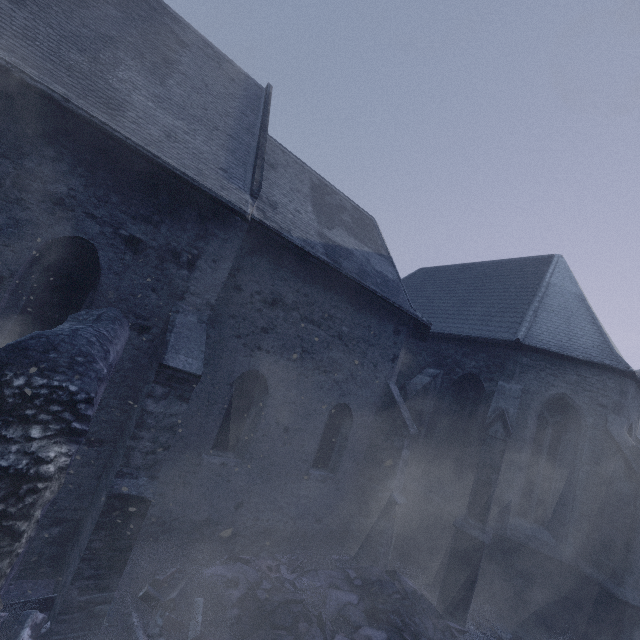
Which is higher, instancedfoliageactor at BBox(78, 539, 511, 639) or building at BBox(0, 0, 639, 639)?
building at BBox(0, 0, 639, 639)

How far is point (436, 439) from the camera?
10.7m

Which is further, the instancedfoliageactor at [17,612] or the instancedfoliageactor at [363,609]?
the instancedfoliageactor at [363,609]

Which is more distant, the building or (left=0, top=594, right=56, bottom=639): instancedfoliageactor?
the building

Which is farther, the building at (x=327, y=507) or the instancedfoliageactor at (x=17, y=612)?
the building at (x=327, y=507)

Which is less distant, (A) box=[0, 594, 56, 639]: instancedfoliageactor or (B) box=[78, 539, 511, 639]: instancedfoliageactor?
(A) box=[0, 594, 56, 639]: instancedfoliageactor
